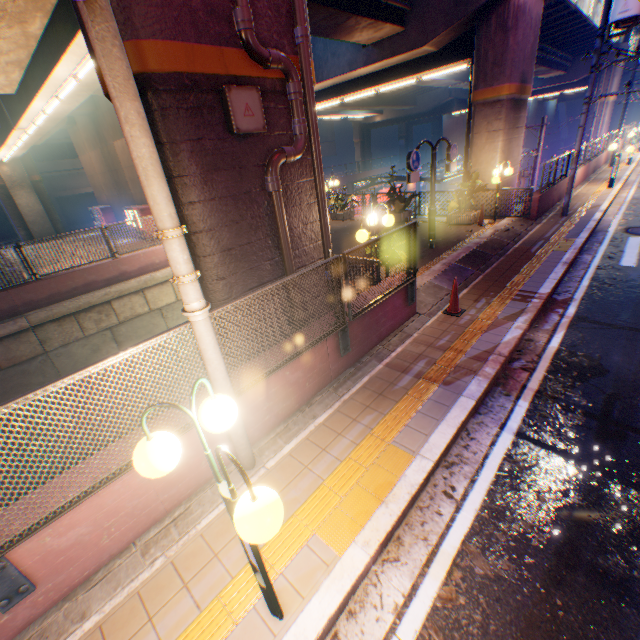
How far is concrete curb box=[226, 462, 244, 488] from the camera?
4.1m

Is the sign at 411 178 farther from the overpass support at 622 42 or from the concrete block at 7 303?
the concrete block at 7 303

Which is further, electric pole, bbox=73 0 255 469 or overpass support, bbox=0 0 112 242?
overpass support, bbox=0 0 112 242

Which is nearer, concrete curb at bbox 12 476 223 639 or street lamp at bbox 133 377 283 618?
street lamp at bbox 133 377 283 618

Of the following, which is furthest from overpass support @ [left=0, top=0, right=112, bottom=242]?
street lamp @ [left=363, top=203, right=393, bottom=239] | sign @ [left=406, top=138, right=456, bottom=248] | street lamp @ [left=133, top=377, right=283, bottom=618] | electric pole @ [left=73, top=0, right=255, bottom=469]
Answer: sign @ [left=406, top=138, right=456, bottom=248]

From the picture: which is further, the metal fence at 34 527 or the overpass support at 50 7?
the overpass support at 50 7

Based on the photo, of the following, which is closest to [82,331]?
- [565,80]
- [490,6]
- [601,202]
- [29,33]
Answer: [29,33]

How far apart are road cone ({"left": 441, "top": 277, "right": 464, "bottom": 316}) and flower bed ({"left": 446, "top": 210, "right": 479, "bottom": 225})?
7.5 meters
